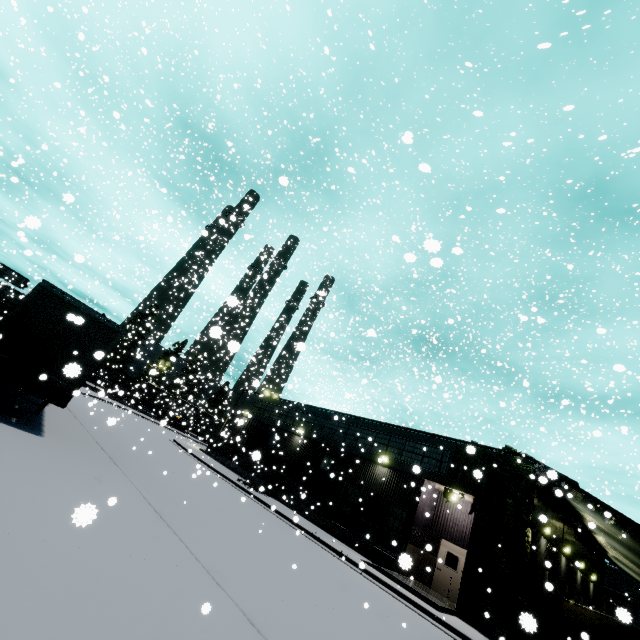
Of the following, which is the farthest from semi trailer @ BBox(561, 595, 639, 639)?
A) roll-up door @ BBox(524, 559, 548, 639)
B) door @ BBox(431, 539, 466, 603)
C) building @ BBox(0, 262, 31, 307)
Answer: door @ BBox(431, 539, 466, 603)

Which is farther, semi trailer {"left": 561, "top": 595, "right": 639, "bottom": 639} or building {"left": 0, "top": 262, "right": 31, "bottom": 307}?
building {"left": 0, "top": 262, "right": 31, "bottom": 307}

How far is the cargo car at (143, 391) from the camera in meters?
33.2 m

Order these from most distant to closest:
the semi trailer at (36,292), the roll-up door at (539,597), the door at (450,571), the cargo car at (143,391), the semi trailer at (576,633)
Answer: the cargo car at (143,391), the door at (450,571), the semi trailer at (576,633), the semi trailer at (36,292), the roll-up door at (539,597)

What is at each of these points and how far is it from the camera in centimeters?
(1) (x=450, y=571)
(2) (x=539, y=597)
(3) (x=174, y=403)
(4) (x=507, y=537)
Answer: (1) door, 1745cm
(2) roll-up door, 1736cm
(3) cargo car, 2964cm
(4) tree, 1488cm

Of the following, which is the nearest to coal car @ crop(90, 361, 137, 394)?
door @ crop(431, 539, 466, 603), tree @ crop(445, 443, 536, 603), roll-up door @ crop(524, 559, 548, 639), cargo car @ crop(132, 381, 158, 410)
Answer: cargo car @ crop(132, 381, 158, 410)

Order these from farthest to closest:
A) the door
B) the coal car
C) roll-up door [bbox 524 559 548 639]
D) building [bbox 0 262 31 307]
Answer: the coal car
building [bbox 0 262 31 307]
the door
roll-up door [bbox 524 559 548 639]

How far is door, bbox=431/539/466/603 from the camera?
16.9m
